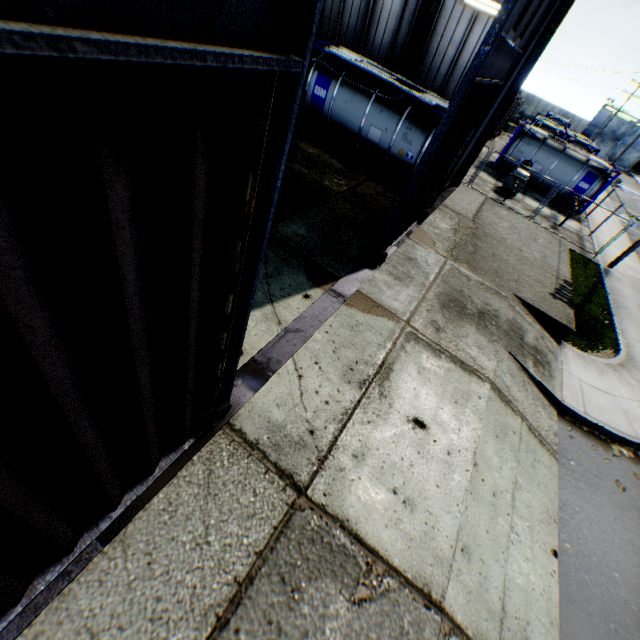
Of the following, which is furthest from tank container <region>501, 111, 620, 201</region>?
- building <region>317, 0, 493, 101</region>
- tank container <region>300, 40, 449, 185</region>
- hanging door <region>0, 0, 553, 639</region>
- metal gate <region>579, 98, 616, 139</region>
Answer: metal gate <region>579, 98, 616, 139</region>

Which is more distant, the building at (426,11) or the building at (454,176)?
the building at (426,11)

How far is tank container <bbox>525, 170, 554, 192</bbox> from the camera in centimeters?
2242cm

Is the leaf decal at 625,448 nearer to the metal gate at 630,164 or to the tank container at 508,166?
the tank container at 508,166

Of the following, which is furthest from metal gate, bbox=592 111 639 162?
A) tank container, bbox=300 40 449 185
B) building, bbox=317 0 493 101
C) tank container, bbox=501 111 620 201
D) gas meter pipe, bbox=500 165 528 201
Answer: tank container, bbox=300 40 449 185

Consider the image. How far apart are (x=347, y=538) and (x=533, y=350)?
7.69m

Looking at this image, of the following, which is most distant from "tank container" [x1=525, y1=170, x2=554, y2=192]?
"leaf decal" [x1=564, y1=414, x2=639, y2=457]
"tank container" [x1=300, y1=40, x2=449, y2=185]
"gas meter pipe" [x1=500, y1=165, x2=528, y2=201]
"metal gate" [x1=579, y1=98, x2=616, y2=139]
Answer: "metal gate" [x1=579, y1=98, x2=616, y2=139]

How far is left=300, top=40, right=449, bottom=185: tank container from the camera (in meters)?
12.43
